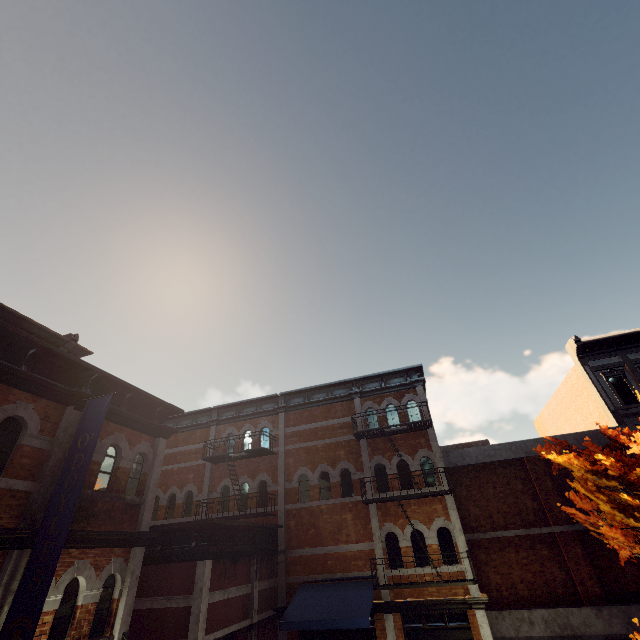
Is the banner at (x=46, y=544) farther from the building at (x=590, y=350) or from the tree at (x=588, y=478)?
the building at (x=590, y=350)

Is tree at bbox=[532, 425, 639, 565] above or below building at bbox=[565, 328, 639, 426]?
below

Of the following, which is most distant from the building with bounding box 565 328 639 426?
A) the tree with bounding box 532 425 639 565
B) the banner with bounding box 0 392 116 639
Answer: the banner with bounding box 0 392 116 639

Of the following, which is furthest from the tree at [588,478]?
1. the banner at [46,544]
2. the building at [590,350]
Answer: the banner at [46,544]

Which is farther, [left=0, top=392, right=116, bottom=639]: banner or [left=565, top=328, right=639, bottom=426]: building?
[left=565, top=328, right=639, bottom=426]: building

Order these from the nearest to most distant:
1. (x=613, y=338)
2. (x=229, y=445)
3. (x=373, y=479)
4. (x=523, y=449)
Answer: (x=373, y=479) < (x=523, y=449) < (x=613, y=338) < (x=229, y=445)
